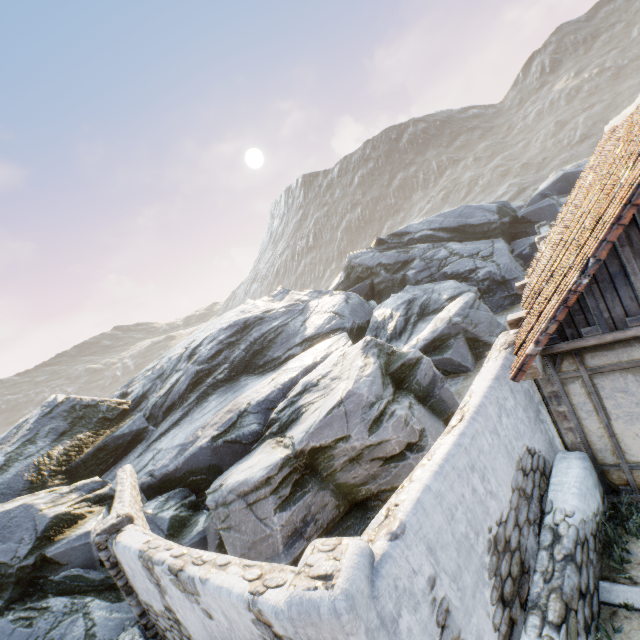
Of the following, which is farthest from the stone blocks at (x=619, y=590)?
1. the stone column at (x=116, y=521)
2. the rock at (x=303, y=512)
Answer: the stone column at (x=116, y=521)

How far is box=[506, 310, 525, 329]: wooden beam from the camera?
6.7 meters

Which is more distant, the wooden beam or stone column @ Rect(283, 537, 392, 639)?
the wooden beam

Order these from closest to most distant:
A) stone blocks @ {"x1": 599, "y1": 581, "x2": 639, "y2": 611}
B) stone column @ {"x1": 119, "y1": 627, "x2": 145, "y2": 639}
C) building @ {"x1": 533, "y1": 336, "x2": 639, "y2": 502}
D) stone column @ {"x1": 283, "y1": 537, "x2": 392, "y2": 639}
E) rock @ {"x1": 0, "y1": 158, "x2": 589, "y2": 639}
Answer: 1. stone column @ {"x1": 283, "y1": 537, "x2": 392, "y2": 639}
2. stone blocks @ {"x1": 599, "y1": 581, "x2": 639, "y2": 611}
3. building @ {"x1": 533, "y1": 336, "x2": 639, "y2": 502}
4. stone column @ {"x1": 119, "y1": 627, "x2": 145, "y2": 639}
5. rock @ {"x1": 0, "y1": 158, "x2": 589, "y2": 639}

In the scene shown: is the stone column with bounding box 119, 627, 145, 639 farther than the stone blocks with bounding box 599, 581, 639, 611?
Yes

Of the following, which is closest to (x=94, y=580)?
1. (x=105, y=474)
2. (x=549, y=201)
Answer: (x=105, y=474)

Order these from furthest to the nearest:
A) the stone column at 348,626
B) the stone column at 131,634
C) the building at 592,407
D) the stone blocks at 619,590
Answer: the stone column at 131,634 → the building at 592,407 → the stone blocks at 619,590 → the stone column at 348,626

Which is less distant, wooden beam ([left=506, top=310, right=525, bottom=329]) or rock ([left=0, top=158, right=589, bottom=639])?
wooden beam ([left=506, top=310, right=525, bottom=329])
